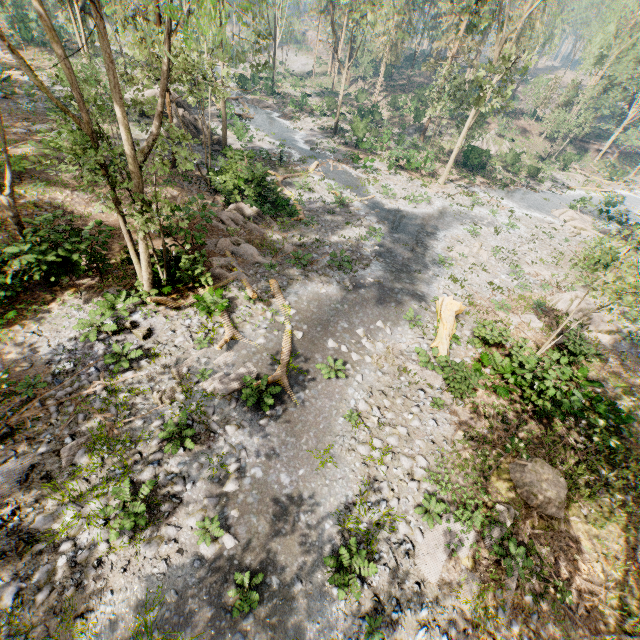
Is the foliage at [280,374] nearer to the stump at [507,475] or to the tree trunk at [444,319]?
the tree trunk at [444,319]

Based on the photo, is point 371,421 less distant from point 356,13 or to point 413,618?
point 413,618

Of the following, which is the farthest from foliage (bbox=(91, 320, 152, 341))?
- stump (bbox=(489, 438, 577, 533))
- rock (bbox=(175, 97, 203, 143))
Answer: stump (bbox=(489, 438, 577, 533))

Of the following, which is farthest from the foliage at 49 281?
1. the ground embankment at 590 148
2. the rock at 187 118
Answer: the rock at 187 118

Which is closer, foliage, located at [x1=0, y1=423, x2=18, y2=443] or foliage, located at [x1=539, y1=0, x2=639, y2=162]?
foliage, located at [x1=0, y1=423, x2=18, y2=443]

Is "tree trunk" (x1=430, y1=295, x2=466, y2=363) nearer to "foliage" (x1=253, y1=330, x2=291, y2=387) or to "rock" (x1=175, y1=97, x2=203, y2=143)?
"foliage" (x1=253, y1=330, x2=291, y2=387)
